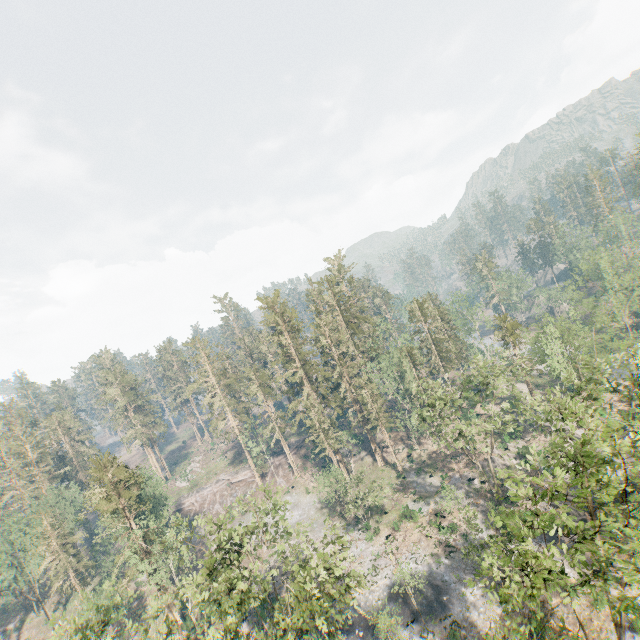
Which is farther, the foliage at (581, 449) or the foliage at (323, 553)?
the foliage at (323, 553)

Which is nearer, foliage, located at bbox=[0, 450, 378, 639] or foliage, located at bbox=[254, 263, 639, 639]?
foliage, located at bbox=[254, 263, 639, 639]

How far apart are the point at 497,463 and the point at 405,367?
19.4m
